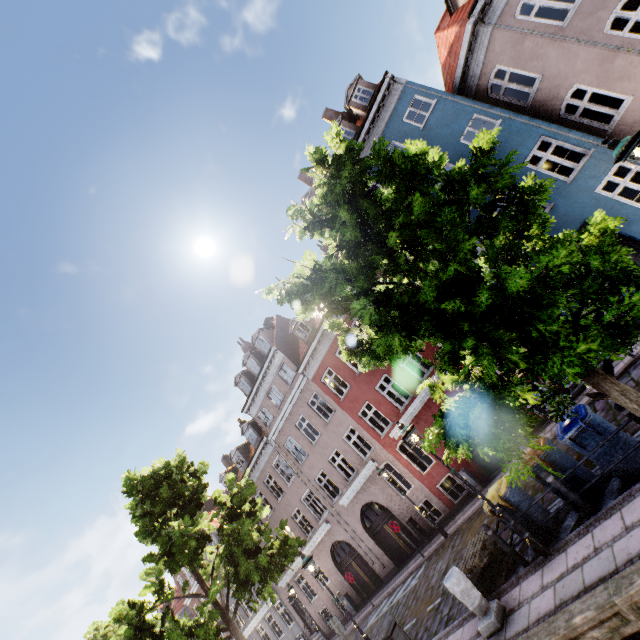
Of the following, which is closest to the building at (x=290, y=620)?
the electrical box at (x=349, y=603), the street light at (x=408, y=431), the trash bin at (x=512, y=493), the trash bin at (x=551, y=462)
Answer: the electrical box at (x=349, y=603)

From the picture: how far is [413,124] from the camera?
14.82m

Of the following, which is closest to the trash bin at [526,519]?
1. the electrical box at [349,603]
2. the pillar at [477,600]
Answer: the pillar at [477,600]

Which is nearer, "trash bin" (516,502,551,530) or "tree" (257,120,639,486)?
"tree" (257,120,639,486)

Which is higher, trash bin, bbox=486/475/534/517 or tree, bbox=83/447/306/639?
tree, bbox=83/447/306/639

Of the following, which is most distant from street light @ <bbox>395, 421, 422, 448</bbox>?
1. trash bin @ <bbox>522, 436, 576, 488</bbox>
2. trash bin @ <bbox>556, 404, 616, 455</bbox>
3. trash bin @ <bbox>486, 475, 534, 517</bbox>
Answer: trash bin @ <bbox>556, 404, 616, 455</bbox>

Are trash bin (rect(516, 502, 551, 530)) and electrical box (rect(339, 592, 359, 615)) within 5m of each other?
no

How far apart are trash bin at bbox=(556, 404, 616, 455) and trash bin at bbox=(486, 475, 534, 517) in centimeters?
164cm
